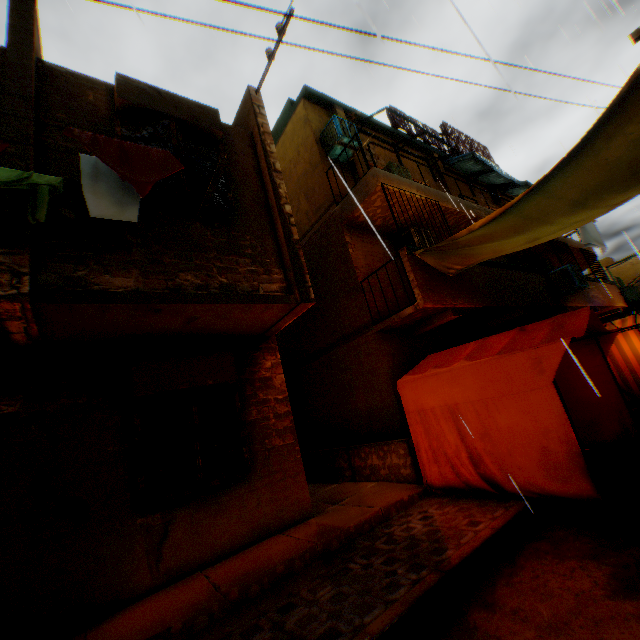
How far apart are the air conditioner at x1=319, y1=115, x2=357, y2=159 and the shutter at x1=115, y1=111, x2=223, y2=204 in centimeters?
397cm

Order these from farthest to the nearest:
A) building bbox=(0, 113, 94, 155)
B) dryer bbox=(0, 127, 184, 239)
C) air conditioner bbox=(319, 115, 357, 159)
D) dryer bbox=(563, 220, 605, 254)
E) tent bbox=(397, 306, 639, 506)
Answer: dryer bbox=(563, 220, 605, 254) → air conditioner bbox=(319, 115, 357, 159) → tent bbox=(397, 306, 639, 506) → building bbox=(0, 113, 94, 155) → dryer bbox=(0, 127, 184, 239)

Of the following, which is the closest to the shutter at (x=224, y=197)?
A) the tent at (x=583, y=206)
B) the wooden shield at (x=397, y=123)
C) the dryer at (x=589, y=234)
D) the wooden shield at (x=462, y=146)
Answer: the tent at (x=583, y=206)

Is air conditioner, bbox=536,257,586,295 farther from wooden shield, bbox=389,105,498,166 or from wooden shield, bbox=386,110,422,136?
wooden shield, bbox=389,105,498,166

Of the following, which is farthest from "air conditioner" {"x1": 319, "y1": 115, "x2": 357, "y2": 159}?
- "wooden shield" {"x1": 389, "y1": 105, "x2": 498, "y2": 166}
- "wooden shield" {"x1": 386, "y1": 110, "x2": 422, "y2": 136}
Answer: "wooden shield" {"x1": 389, "y1": 105, "x2": 498, "y2": 166}

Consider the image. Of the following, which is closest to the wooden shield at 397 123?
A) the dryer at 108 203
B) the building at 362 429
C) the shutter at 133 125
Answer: the building at 362 429

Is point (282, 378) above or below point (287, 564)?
above

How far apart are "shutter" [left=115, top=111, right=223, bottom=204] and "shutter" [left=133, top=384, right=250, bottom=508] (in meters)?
2.28
